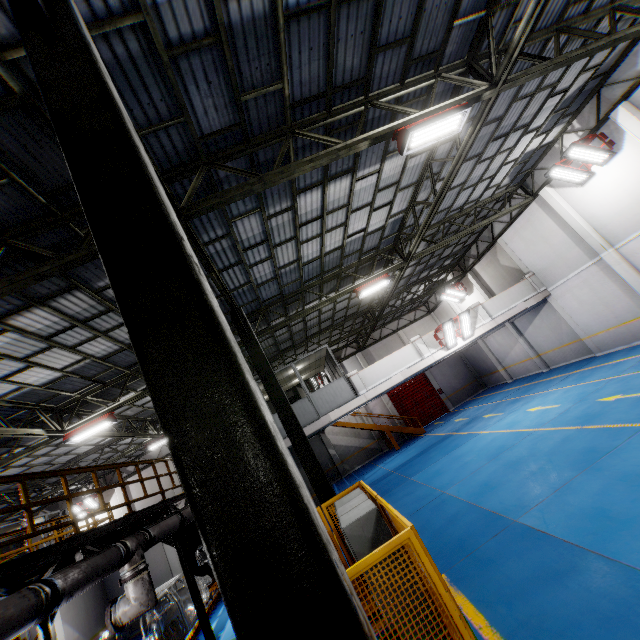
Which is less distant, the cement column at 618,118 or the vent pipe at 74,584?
the vent pipe at 74,584

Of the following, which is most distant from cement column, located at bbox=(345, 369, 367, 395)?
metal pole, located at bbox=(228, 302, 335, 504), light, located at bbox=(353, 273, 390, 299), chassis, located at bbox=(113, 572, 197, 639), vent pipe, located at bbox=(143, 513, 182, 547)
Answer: chassis, located at bbox=(113, 572, 197, 639)

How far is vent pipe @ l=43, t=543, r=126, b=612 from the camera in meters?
5.0 m

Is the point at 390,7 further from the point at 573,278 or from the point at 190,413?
the point at 573,278

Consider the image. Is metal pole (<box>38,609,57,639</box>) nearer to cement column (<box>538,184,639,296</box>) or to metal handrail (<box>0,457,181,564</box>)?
metal handrail (<box>0,457,181,564</box>)

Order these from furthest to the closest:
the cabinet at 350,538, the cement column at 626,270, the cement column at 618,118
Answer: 1. the cement column at 626,270
2. the cement column at 618,118
3. the cabinet at 350,538

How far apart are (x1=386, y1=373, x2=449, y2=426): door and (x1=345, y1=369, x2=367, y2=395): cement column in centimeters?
1232cm

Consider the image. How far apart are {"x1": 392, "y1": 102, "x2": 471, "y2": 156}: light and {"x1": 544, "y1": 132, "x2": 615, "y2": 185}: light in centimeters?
837cm
